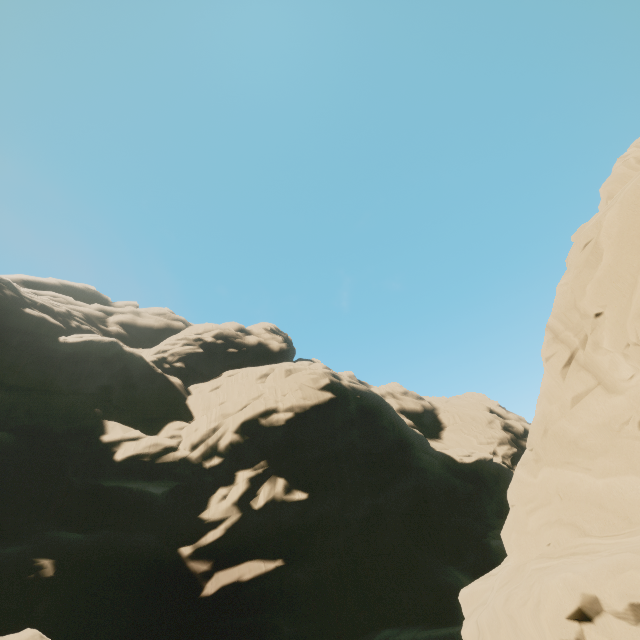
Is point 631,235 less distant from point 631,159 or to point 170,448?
point 631,159
